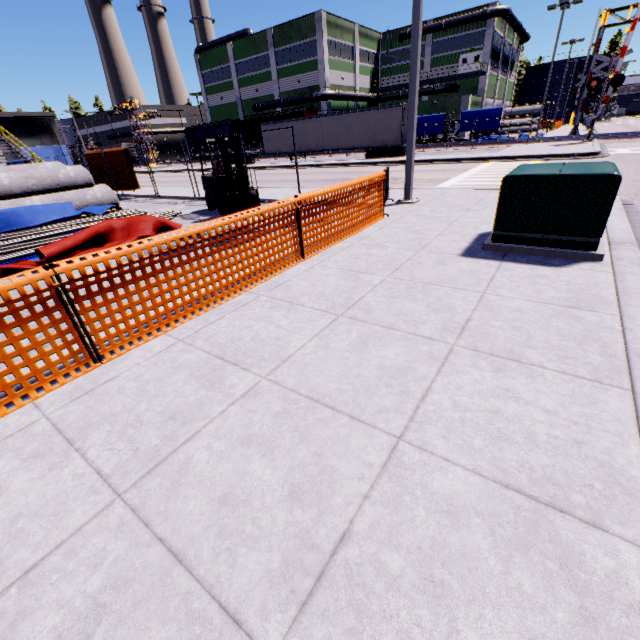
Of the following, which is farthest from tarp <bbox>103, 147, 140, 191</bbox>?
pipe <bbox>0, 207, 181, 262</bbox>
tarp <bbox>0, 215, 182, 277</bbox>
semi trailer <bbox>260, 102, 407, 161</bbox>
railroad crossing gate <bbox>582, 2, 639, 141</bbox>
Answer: railroad crossing gate <bbox>582, 2, 639, 141</bbox>

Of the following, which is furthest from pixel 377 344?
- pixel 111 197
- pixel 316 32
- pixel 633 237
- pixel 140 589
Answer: pixel 316 32

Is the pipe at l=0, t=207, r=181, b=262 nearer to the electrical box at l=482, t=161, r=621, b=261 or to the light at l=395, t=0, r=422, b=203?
the light at l=395, t=0, r=422, b=203

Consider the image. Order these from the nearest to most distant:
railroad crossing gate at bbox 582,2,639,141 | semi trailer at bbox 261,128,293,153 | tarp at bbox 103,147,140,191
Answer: tarp at bbox 103,147,140,191, railroad crossing gate at bbox 582,2,639,141, semi trailer at bbox 261,128,293,153

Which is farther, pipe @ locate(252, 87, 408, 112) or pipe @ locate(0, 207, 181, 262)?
pipe @ locate(252, 87, 408, 112)

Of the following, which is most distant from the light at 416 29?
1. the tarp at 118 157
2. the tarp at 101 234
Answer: the tarp at 118 157

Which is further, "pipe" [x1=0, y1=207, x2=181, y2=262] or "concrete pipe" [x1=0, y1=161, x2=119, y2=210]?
"concrete pipe" [x1=0, y1=161, x2=119, y2=210]

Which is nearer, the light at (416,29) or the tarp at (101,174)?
the light at (416,29)
